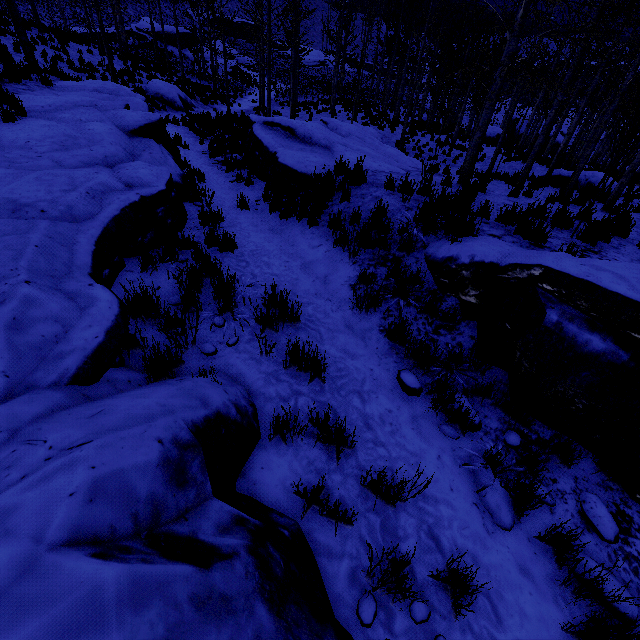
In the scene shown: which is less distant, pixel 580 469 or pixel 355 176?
pixel 580 469

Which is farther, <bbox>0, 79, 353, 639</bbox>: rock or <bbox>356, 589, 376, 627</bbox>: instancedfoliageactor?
<bbox>356, 589, 376, 627</bbox>: instancedfoliageactor

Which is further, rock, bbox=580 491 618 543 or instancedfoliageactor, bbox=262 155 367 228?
instancedfoliageactor, bbox=262 155 367 228

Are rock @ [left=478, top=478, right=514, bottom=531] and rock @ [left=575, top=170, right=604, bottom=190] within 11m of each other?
no

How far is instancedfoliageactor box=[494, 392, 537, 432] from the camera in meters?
3.6

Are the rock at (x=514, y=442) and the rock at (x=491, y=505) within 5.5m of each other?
yes

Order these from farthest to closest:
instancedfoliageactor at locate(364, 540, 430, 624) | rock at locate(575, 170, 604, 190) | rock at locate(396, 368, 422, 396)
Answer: rock at locate(575, 170, 604, 190) < rock at locate(396, 368, 422, 396) < instancedfoliageactor at locate(364, 540, 430, 624)

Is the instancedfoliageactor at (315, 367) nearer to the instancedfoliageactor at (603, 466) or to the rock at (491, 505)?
the rock at (491, 505)
